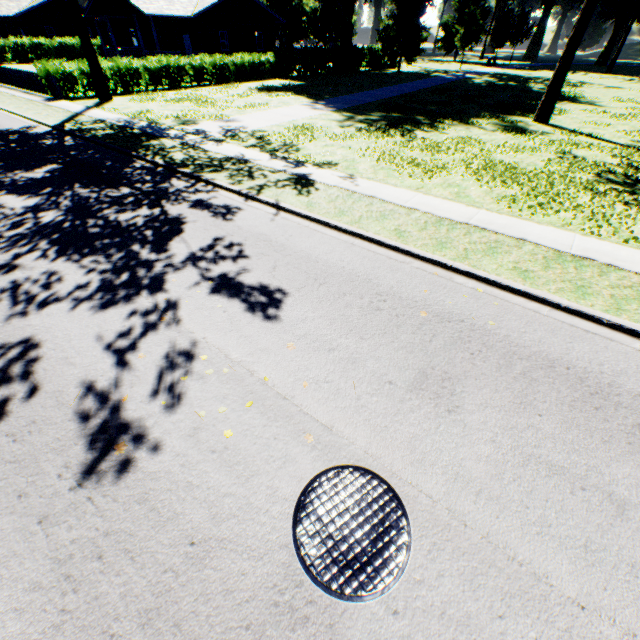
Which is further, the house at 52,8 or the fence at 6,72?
the house at 52,8

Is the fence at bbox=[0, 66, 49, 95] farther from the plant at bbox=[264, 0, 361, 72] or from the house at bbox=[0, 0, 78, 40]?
the house at bbox=[0, 0, 78, 40]

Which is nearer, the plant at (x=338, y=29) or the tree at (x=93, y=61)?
the tree at (x=93, y=61)

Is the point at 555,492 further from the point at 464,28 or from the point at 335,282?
the point at 464,28

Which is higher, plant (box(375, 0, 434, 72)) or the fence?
plant (box(375, 0, 434, 72))

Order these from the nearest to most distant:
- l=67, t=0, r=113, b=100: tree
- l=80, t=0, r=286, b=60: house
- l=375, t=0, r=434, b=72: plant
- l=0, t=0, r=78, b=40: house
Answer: l=67, t=0, r=113, b=100: tree < l=80, t=0, r=286, b=60: house < l=375, t=0, r=434, b=72: plant < l=0, t=0, r=78, b=40: house

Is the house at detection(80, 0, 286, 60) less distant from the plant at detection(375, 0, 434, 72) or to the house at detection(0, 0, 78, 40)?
the house at detection(0, 0, 78, 40)

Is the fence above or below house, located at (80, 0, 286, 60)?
below
